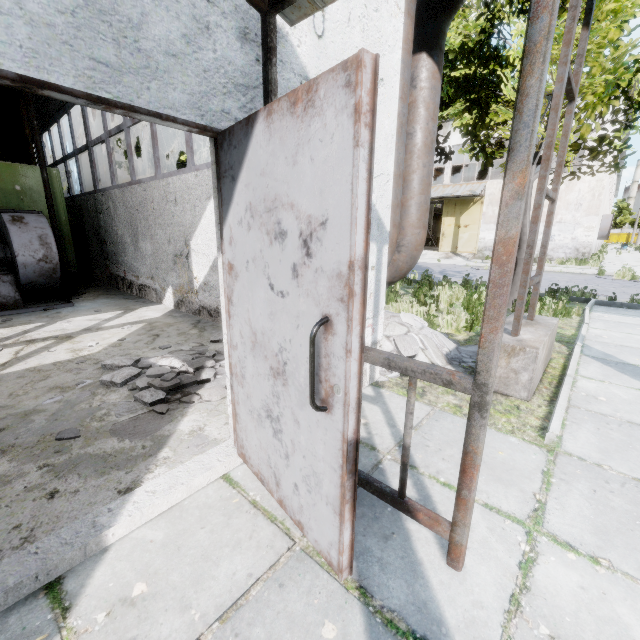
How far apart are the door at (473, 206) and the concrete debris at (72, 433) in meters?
25.5

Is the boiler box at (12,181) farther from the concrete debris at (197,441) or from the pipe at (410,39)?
the concrete debris at (197,441)

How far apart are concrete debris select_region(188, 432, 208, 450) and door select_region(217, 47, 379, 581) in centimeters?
31cm

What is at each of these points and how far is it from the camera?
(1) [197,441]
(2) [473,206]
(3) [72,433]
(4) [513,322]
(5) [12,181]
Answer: (1) concrete debris, 2.5 meters
(2) door, 23.1 meters
(3) concrete debris, 2.6 meters
(4) pipe holder, 3.7 meters
(5) boiler box, 6.9 meters

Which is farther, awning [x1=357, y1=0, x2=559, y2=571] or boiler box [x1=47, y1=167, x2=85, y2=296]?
boiler box [x1=47, y1=167, x2=85, y2=296]

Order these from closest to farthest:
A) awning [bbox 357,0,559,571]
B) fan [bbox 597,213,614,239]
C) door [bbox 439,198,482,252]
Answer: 1. awning [bbox 357,0,559,571]
2. door [bbox 439,198,482,252]
3. fan [bbox 597,213,614,239]

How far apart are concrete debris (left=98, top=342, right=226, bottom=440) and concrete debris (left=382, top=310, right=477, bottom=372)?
0.4 meters

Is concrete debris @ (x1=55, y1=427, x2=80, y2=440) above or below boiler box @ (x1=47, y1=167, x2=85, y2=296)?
below
